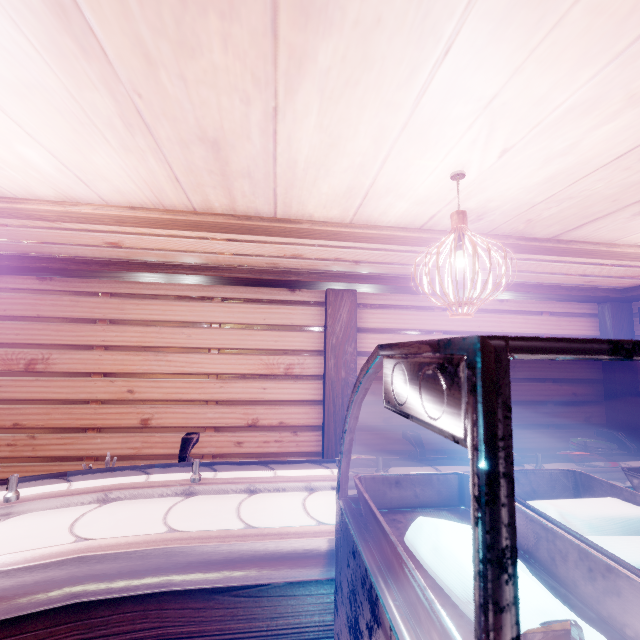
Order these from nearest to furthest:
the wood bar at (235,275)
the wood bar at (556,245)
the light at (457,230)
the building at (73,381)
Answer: the light at (457,230), the wood bar at (556,245), the wood bar at (235,275), the building at (73,381)

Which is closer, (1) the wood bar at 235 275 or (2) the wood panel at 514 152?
(2) the wood panel at 514 152

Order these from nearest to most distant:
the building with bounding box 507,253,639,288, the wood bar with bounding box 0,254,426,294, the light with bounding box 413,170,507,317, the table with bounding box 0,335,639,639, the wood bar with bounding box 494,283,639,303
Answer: the table with bounding box 0,335,639,639
the light with bounding box 413,170,507,317
the building with bounding box 507,253,639,288
the wood bar with bounding box 0,254,426,294
the wood bar with bounding box 494,283,639,303

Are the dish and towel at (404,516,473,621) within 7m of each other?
yes

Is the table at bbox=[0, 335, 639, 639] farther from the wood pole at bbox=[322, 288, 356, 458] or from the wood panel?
the wood pole at bbox=[322, 288, 356, 458]

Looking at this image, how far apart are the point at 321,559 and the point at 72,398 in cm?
754

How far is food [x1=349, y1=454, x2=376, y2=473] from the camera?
2.7m

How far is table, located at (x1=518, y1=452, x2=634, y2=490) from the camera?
2.8m
